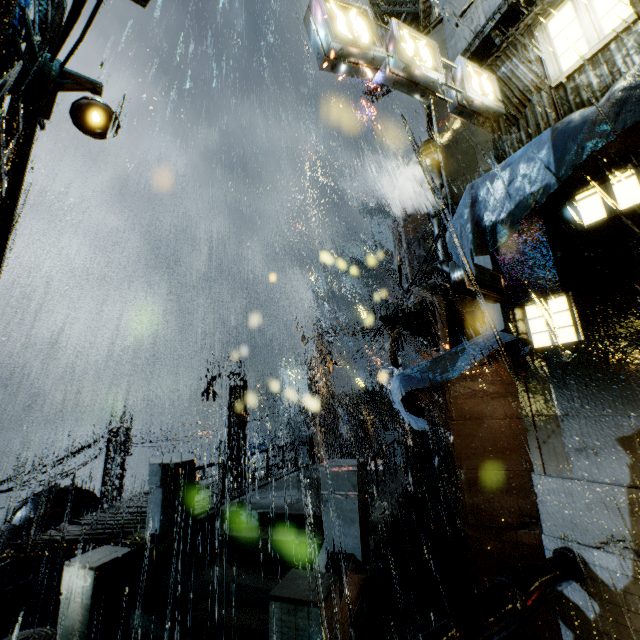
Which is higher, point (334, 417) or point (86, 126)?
point (86, 126)

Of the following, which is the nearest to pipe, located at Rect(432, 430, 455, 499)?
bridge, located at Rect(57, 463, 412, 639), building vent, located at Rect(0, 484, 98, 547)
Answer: bridge, located at Rect(57, 463, 412, 639)

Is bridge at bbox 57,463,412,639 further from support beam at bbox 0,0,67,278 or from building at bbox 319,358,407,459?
support beam at bbox 0,0,67,278

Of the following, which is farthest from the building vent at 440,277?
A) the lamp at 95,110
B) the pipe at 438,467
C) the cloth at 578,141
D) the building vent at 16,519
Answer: the building vent at 16,519

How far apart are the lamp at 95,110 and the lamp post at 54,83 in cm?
12

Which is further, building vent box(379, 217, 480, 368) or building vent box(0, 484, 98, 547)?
building vent box(0, 484, 98, 547)

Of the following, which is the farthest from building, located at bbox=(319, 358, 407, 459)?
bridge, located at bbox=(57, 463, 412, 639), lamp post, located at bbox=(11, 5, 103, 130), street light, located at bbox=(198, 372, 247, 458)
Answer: lamp post, located at bbox=(11, 5, 103, 130)

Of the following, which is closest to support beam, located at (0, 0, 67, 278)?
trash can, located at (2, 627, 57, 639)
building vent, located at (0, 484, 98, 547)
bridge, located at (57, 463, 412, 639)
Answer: trash can, located at (2, 627, 57, 639)
